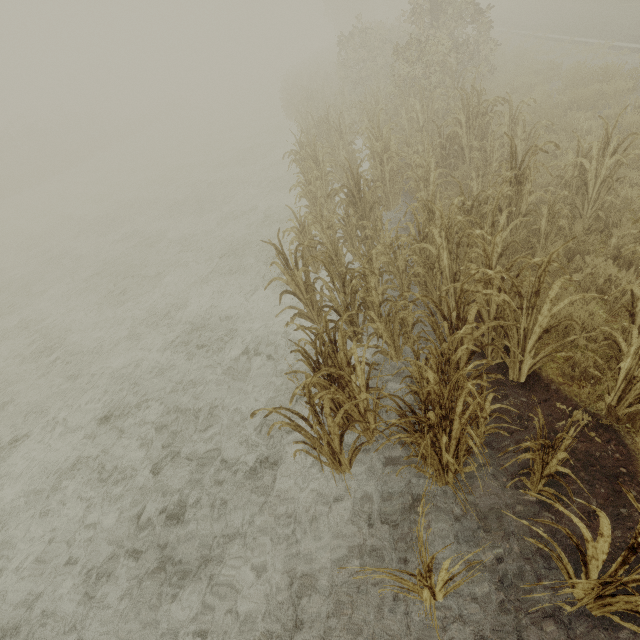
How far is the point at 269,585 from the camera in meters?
3.3 m
